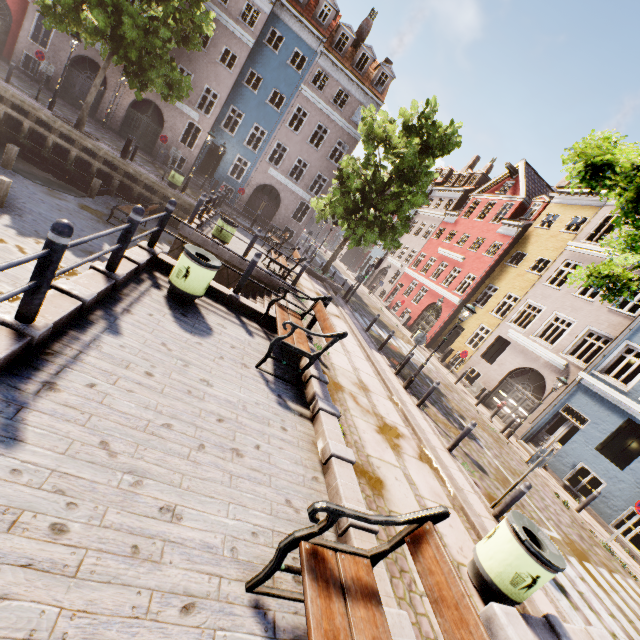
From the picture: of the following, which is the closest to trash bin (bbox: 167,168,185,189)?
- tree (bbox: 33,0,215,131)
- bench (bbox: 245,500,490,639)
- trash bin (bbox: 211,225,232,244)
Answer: tree (bbox: 33,0,215,131)

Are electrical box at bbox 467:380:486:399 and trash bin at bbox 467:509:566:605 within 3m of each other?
no

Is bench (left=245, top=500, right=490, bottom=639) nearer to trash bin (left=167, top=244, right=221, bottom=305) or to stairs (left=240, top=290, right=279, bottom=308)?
trash bin (left=167, top=244, right=221, bottom=305)

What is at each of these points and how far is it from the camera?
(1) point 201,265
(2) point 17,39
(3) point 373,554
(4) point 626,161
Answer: (1) trash bin, 5.9m
(2) building, 20.9m
(3) bench, 2.7m
(4) tree, 3.2m

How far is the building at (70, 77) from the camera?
21.3 meters

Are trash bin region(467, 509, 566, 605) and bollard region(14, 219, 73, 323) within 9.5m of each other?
yes

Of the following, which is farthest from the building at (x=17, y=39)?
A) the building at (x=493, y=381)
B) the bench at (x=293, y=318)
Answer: the bench at (x=293, y=318)

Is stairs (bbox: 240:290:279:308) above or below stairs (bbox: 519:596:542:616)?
below
